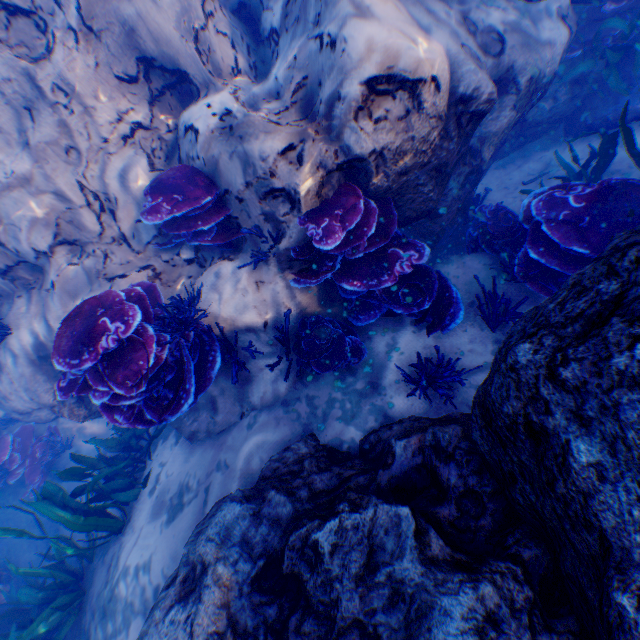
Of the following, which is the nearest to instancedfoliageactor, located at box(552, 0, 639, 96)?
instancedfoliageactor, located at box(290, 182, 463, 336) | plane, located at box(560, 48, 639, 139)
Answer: plane, located at box(560, 48, 639, 139)

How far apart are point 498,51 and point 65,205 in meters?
5.8

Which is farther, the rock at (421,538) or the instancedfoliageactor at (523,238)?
the instancedfoliageactor at (523,238)

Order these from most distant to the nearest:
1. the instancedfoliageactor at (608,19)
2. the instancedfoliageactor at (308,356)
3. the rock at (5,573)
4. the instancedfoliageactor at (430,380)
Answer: the rock at (5,573), the instancedfoliageactor at (608,19), the instancedfoliageactor at (308,356), the instancedfoliageactor at (430,380)

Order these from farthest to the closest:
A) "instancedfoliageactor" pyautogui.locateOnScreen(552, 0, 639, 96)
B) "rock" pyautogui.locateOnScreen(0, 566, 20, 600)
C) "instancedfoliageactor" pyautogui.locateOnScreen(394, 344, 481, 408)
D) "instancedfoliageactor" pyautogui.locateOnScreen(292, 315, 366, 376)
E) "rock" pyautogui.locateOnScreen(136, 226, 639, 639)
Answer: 1. "rock" pyautogui.locateOnScreen(0, 566, 20, 600)
2. "instancedfoliageactor" pyautogui.locateOnScreen(552, 0, 639, 96)
3. "instancedfoliageactor" pyautogui.locateOnScreen(292, 315, 366, 376)
4. "instancedfoliageactor" pyautogui.locateOnScreen(394, 344, 481, 408)
5. "rock" pyautogui.locateOnScreen(136, 226, 639, 639)

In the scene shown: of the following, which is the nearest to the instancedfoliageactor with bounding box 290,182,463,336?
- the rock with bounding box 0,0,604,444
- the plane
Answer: the rock with bounding box 0,0,604,444

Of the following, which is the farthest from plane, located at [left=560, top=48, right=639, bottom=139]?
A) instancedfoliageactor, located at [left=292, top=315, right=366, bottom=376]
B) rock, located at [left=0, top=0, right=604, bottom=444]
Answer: instancedfoliageactor, located at [left=292, top=315, right=366, bottom=376]

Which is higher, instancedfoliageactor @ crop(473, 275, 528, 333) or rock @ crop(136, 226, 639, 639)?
rock @ crop(136, 226, 639, 639)
